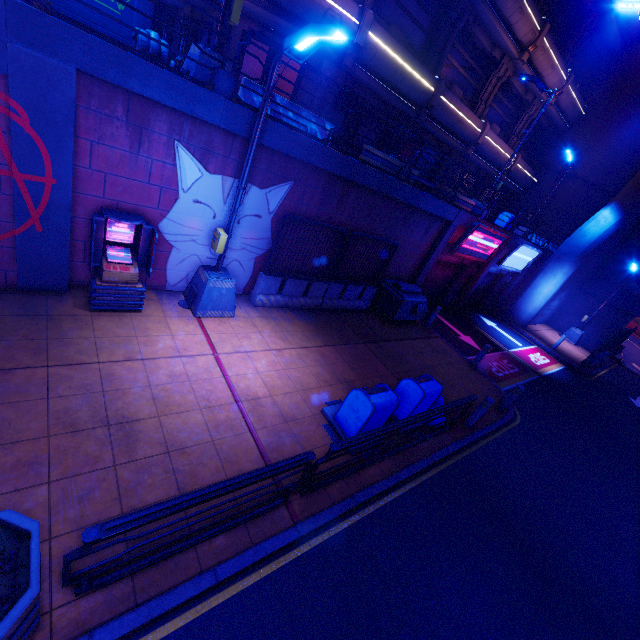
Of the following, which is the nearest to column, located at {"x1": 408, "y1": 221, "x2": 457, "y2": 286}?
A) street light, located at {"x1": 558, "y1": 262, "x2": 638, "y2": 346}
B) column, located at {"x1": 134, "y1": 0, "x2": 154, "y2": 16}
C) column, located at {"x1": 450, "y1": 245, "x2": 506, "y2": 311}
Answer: column, located at {"x1": 450, "y1": 245, "x2": 506, "y2": 311}

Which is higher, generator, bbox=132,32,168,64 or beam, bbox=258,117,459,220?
generator, bbox=132,32,168,64

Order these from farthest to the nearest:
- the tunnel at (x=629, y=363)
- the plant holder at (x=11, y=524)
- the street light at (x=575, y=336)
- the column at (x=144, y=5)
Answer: the tunnel at (x=629, y=363) → the street light at (x=575, y=336) → the column at (x=144, y=5) → the plant holder at (x=11, y=524)

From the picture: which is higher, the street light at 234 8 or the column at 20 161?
the street light at 234 8

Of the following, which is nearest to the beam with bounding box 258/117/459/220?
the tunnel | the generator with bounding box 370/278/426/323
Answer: the generator with bounding box 370/278/426/323

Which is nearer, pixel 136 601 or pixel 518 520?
pixel 136 601

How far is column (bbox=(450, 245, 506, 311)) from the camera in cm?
1689

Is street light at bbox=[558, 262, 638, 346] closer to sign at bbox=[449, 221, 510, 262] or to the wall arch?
the wall arch
